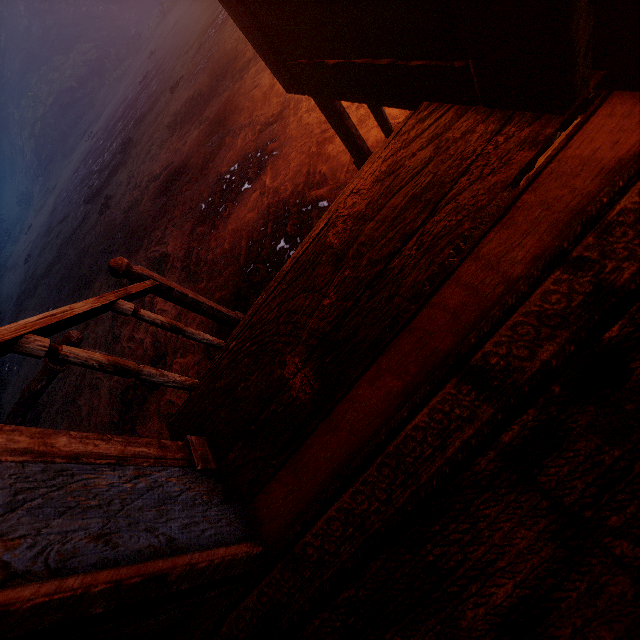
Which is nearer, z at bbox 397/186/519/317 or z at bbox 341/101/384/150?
z at bbox 397/186/519/317

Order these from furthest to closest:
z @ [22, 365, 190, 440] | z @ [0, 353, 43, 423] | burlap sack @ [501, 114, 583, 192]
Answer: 1. z @ [0, 353, 43, 423]
2. z @ [22, 365, 190, 440]
3. burlap sack @ [501, 114, 583, 192]

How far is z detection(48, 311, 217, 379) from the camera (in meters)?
3.15

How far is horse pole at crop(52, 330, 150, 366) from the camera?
2.91m

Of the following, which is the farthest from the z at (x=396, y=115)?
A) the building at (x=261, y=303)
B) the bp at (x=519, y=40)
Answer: the bp at (x=519, y=40)

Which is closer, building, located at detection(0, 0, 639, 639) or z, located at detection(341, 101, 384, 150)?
building, located at detection(0, 0, 639, 639)

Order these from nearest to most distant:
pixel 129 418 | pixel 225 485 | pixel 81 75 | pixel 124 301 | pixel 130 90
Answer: pixel 225 485
pixel 124 301
pixel 129 418
pixel 130 90
pixel 81 75
